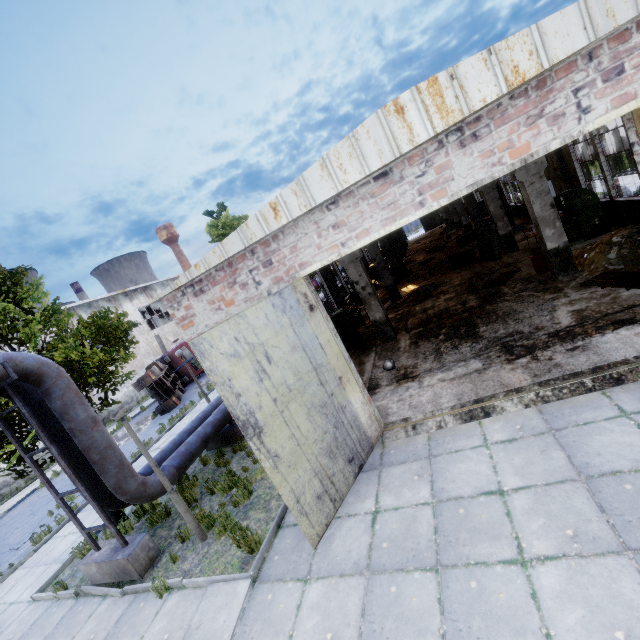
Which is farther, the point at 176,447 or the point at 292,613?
the point at 176,447

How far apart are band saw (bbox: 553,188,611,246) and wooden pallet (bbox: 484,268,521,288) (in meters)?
1.79

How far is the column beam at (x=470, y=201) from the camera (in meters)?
20.41

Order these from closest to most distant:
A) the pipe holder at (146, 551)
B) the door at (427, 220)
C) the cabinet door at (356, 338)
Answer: the pipe holder at (146, 551), the cabinet door at (356, 338), the door at (427, 220)

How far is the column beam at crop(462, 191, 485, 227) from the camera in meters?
20.4 m

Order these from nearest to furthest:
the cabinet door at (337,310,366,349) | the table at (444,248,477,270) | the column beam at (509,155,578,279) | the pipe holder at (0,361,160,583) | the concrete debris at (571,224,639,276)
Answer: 1. the pipe holder at (0,361,160,583)
2. the concrete debris at (571,224,639,276)
3. the column beam at (509,155,578,279)
4. the cabinet door at (337,310,366,349)
5. the table at (444,248,477,270)

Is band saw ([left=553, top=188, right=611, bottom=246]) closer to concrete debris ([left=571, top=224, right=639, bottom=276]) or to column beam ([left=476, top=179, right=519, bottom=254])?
concrete debris ([left=571, top=224, right=639, bottom=276])

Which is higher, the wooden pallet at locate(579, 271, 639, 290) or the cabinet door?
the cabinet door
